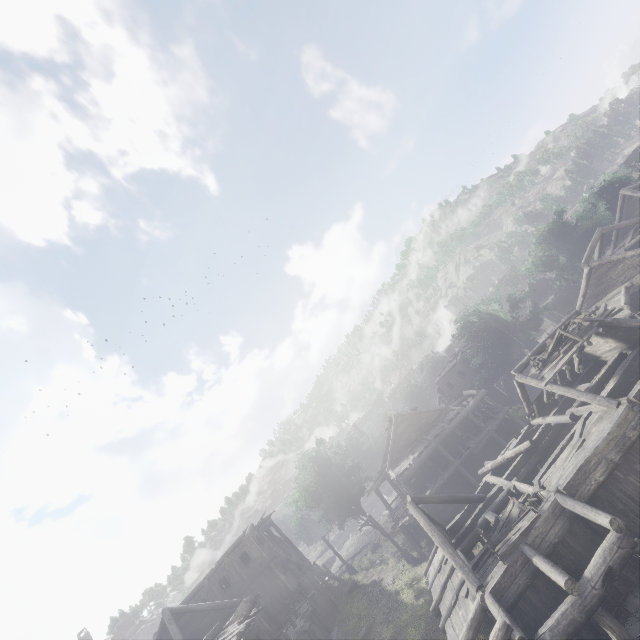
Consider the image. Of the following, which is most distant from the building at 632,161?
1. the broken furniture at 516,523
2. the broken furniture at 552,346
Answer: the broken furniture at 552,346

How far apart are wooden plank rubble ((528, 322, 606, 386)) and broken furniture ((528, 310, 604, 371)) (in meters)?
0.02

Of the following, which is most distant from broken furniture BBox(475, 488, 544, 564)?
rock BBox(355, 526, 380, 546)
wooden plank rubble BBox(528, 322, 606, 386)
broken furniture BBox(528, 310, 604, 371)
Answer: rock BBox(355, 526, 380, 546)

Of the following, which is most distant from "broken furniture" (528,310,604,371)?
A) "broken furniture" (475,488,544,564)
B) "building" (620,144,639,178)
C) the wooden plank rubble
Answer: "broken furniture" (475,488,544,564)

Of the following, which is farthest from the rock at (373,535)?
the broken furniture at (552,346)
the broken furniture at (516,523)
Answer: the broken furniture at (552,346)

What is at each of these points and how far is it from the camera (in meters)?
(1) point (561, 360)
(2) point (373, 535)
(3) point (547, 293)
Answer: (1) wooden plank rubble, 16.14
(2) rock, 42.44
(3) building, 48.16

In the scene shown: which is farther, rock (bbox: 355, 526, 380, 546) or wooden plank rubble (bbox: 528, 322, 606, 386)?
rock (bbox: 355, 526, 380, 546)

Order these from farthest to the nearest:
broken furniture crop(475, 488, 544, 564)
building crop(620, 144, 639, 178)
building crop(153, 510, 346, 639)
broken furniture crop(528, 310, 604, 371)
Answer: building crop(620, 144, 639, 178) → building crop(153, 510, 346, 639) → broken furniture crop(528, 310, 604, 371) → broken furniture crop(475, 488, 544, 564)
